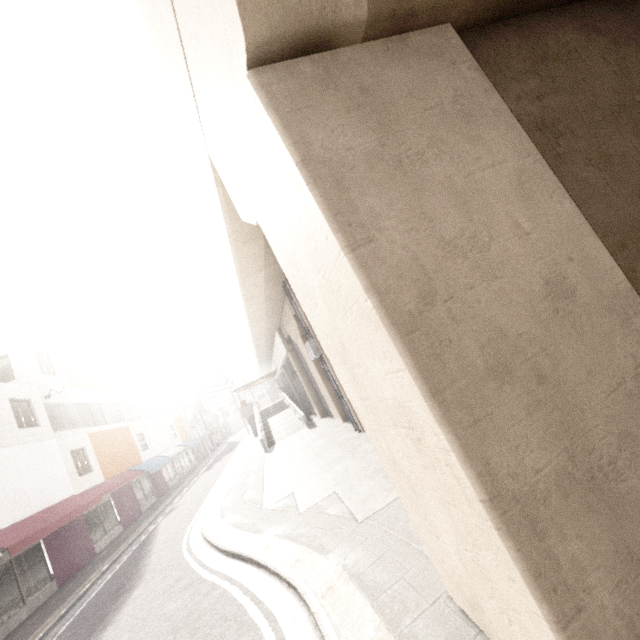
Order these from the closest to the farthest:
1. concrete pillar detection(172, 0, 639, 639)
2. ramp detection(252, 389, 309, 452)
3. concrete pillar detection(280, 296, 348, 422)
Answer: Answer:
1. concrete pillar detection(172, 0, 639, 639)
2. concrete pillar detection(280, 296, 348, 422)
3. ramp detection(252, 389, 309, 452)

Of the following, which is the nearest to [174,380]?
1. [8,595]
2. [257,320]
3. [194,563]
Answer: [257,320]

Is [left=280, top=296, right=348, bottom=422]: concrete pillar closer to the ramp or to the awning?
the ramp

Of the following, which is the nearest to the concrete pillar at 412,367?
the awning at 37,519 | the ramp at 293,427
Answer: the ramp at 293,427

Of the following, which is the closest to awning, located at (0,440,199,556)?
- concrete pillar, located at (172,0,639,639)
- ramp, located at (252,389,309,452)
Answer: ramp, located at (252,389,309,452)
